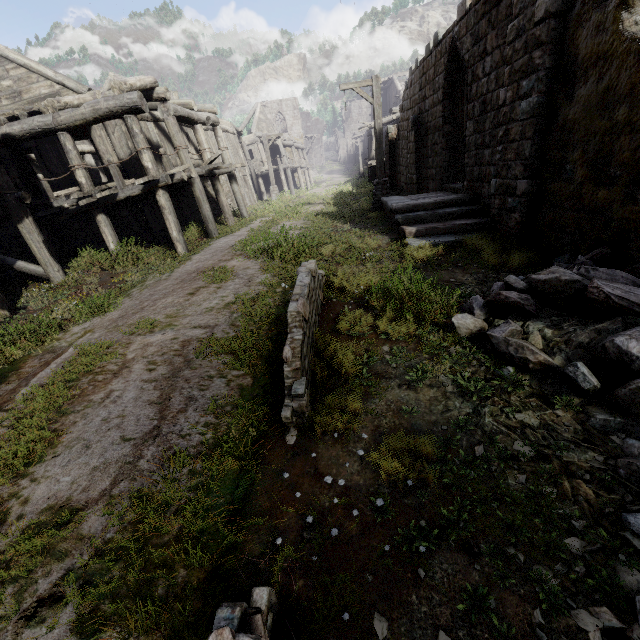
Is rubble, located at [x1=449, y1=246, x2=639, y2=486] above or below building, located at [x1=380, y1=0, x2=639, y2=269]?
below

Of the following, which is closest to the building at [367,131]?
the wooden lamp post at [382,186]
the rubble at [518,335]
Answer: the rubble at [518,335]

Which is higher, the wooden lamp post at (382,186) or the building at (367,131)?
the building at (367,131)

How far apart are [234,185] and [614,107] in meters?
15.4 m

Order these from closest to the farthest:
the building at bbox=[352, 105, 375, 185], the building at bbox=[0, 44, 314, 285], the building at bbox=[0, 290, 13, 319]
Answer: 1. the building at bbox=[0, 290, 13, 319]
2. the building at bbox=[0, 44, 314, 285]
3. the building at bbox=[352, 105, 375, 185]

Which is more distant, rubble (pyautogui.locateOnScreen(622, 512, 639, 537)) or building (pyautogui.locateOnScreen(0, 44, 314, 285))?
building (pyautogui.locateOnScreen(0, 44, 314, 285))
